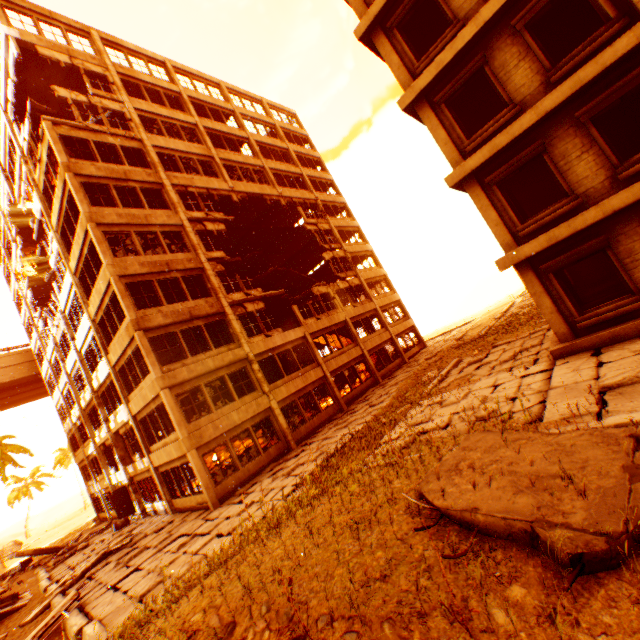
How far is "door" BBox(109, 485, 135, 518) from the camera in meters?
22.1

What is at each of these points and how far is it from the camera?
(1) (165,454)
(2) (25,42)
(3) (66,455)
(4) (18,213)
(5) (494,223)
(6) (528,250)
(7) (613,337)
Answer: (1) wall corner piece, 15.9 meters
(2) wall corner piece, 17.8 meters
(3) rubble, 57.1 meters
(4) floor rubble, 27.7 meters
(5) concrete pillar, 10.0 meters
(6) wall corner piece, 9.3 meters
(7) wall corner piece, 8.6 meters

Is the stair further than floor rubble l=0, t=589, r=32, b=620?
Yes

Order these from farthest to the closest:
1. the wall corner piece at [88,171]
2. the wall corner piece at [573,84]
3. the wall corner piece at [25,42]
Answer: the wall corner piece at [25,42], the wall corner piece at [88,171], the wall corner piece at [573,84]

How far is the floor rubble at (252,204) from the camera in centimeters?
2608cm

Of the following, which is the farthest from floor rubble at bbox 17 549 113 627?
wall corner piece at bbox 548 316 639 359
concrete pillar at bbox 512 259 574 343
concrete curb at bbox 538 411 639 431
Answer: concrete curb at bbox 538 411 639 431

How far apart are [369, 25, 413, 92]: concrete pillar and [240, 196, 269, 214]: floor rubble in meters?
16.1 m

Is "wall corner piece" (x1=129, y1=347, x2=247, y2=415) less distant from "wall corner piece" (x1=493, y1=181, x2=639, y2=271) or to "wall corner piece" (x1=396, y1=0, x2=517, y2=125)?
"wall corner piece" (x1=396, y1=0, x2=517, y2=125)
